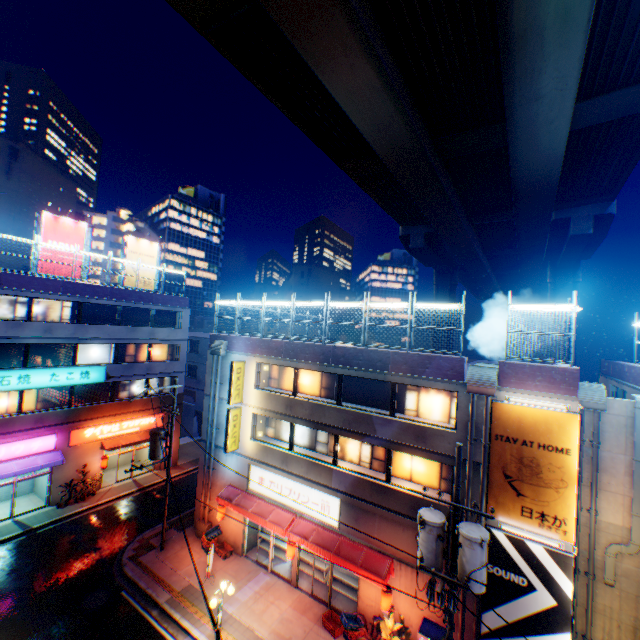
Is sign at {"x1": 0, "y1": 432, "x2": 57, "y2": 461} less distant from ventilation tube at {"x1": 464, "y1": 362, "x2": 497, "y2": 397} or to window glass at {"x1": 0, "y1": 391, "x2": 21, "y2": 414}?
window glass at {"x1": 0, "y1": 391, "x2": 21, "y2": 414}

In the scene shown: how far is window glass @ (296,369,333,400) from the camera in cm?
1745

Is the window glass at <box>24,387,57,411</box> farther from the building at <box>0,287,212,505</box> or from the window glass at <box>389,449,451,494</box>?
the window glass at <box>389,449,451,494</box>

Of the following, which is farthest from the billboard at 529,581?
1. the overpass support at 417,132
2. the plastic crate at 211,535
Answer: the overpass support at 417,132

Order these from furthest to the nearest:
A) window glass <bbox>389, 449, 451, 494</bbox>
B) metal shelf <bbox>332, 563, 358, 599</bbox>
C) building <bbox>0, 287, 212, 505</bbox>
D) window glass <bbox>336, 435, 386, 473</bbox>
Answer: building <bbox>0, 287, 212, 505</bbox> → metal shelf <bbox>332, 563, 358, 599</bbox> → window glass <bbox>336, 435, 386, 473</bbox> → window glass <bbox>389, 449, 451, 494</bbox>

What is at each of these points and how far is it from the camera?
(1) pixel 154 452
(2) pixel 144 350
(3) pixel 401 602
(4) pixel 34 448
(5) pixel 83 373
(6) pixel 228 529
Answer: (1) electric pole, 18.0m
(2) window glass, 27.7m
(3) building, 13.7m
(4) sign, 21.2m
(5) sign, 23.3m
(6) building, 19.4m

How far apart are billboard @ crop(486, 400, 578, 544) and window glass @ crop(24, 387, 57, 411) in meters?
26.9

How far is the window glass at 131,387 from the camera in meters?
26.4
